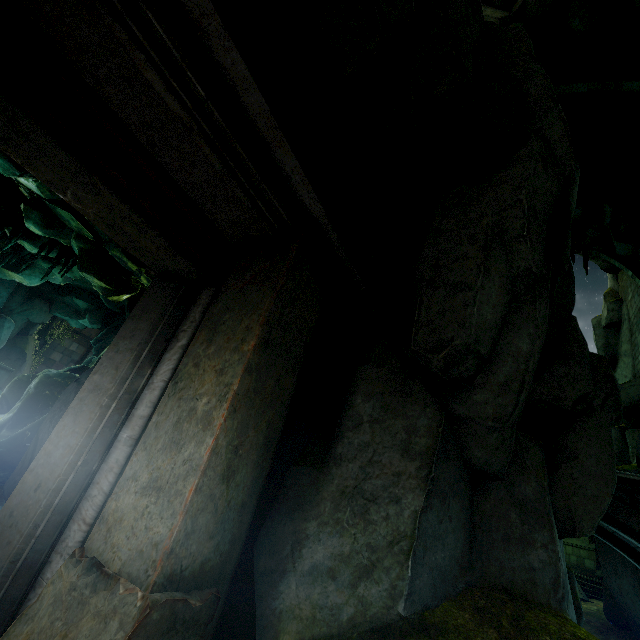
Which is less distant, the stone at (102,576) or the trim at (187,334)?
the stone at (102,576)

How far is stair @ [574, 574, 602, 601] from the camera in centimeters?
1627cm

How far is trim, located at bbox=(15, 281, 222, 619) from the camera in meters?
2.1 m

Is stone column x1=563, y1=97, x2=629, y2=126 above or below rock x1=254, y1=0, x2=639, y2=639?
above

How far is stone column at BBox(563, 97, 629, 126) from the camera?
17.0m

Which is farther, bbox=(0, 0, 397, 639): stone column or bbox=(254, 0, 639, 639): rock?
bbox=(254, 0, 639, 639): rock

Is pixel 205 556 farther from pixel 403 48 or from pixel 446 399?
pixel 403 48

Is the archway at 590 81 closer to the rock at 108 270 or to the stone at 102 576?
the rock at 108 270
